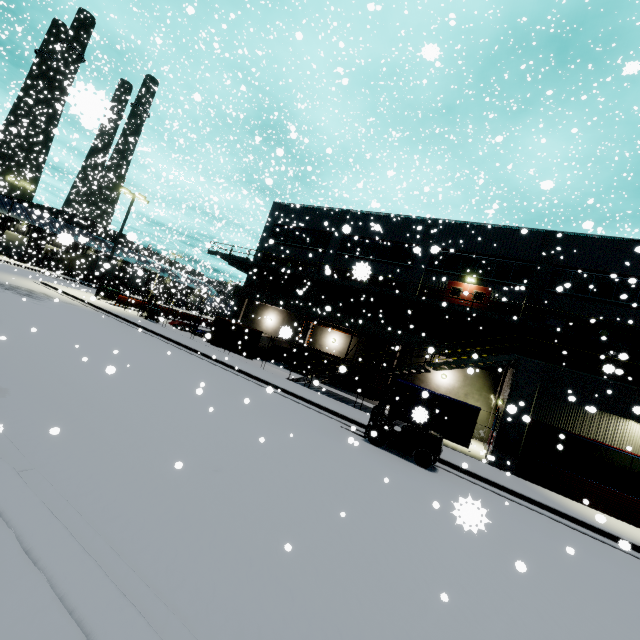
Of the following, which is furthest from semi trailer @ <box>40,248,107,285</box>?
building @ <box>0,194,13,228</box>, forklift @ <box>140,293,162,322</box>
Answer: forklift @ <box>140,293,162,322</box>

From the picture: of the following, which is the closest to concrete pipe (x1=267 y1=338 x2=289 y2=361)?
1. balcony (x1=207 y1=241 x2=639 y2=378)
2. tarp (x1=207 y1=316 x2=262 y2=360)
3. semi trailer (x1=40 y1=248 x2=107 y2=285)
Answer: tarp (x1=207 y1=316 x2=262 y2=360)

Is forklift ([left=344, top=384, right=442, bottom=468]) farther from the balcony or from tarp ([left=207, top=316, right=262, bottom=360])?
the balcony

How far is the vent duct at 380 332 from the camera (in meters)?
22.92

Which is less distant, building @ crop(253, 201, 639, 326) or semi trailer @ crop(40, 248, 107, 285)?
building @ crop(253, 201, 639, 326)

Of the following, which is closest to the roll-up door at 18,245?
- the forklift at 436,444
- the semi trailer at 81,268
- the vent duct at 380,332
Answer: the semi trailer at 81,268

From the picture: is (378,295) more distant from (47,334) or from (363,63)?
(363,63)

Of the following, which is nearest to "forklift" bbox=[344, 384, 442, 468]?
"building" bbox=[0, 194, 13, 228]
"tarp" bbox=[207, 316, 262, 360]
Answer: "tarp" bbox=[207, 316, 262, 360]
